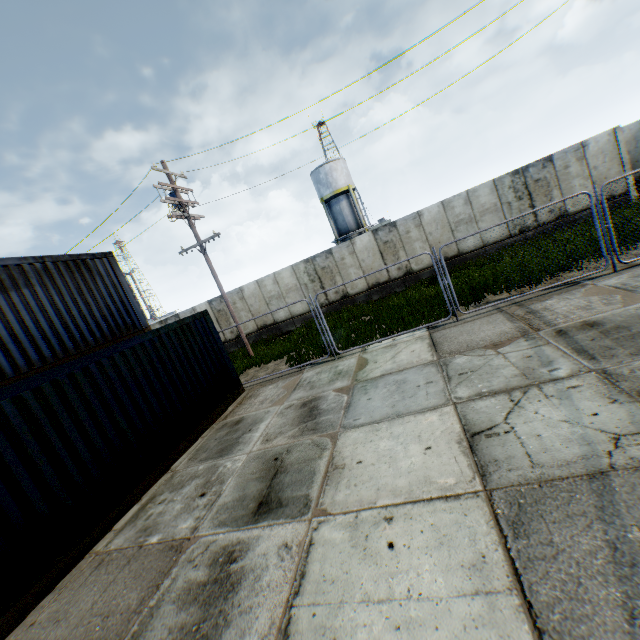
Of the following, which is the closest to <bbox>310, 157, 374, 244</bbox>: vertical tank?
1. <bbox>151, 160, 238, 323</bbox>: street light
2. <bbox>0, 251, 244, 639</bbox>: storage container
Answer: <bbox>151, 160, 238, 323</bbox>: street light

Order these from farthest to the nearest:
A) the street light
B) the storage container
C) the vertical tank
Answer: the vertical tank < the street light < the storage container

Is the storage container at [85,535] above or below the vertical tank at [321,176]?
below

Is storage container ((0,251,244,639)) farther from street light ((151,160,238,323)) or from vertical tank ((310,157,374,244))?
vertical tank ((310,157,374,244))

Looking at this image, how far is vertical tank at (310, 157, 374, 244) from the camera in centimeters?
3325cm

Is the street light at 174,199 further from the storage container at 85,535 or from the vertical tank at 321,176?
the vertical tank at 321,176

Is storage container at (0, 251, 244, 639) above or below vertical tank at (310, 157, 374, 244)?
below

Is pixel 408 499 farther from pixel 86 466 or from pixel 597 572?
pixel 86 466
